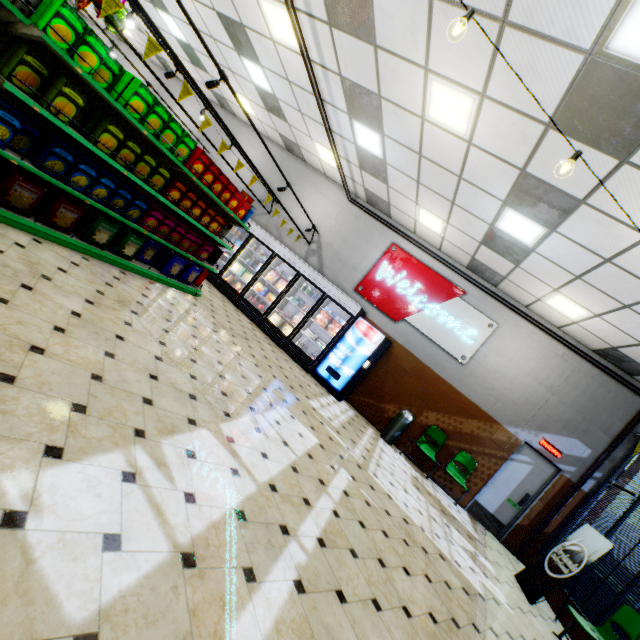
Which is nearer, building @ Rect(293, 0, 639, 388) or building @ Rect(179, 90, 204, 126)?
building @ Rect(293, 0, 639, 388)

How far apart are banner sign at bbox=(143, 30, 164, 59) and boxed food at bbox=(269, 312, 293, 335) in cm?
625

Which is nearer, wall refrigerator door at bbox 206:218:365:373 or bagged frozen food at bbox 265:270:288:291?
wall refrigerator door at bbox 206:218:365:373

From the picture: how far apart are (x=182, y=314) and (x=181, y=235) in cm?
150

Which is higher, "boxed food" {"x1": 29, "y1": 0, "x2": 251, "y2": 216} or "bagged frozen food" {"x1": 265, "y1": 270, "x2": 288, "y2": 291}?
"boxed food" {"x1": 29, "y1": 0, "x2": 251, "y2": 216}

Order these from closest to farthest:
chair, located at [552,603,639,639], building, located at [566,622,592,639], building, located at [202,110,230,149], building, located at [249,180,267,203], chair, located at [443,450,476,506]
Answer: chair, located at [552,603,639,639], building, located at [566,622,592,639], chair, located at [443,450,476,506], building, located at [249,180,267,203], building, located at [202,110,230,149]

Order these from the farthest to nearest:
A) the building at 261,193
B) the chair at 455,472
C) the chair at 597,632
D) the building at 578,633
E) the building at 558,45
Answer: the building at 261,193, the chair at 455,472, the building at 578,633, the chair at 597,632, the building at 558,45

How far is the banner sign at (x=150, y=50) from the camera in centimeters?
390cm
